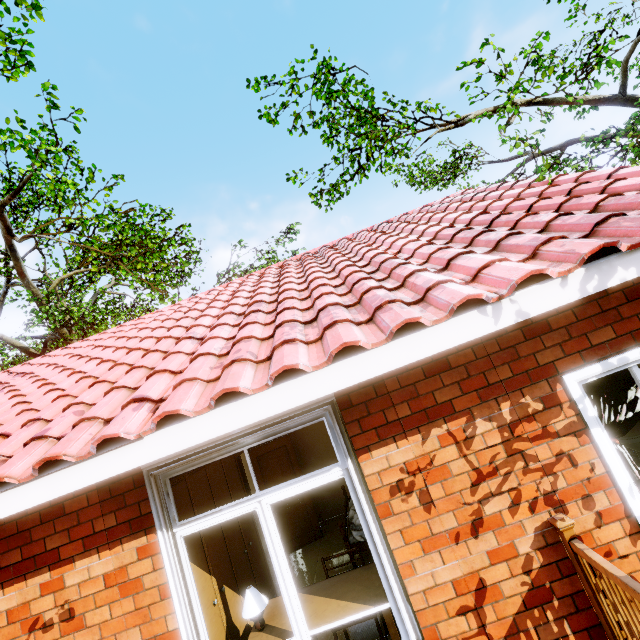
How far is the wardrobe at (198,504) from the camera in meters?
3.5

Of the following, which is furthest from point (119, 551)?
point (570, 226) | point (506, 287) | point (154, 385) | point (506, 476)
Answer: point (570, 226)

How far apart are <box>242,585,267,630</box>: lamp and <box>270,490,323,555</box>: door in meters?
3.4 m

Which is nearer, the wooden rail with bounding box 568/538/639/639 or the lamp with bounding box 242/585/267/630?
the wooden rail with bounding box 568/538/639/639

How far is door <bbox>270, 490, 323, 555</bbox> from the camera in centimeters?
637cm

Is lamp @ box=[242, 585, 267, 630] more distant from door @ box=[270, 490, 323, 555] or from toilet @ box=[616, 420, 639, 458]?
toilet @ box=[616, 420, 639, 458]

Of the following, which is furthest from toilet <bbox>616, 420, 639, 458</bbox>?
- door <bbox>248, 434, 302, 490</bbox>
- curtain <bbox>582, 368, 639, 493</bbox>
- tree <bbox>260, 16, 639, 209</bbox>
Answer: door <bbox>248, 434, 302, 490</bbox>

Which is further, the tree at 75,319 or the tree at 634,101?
the tree at 75,319
